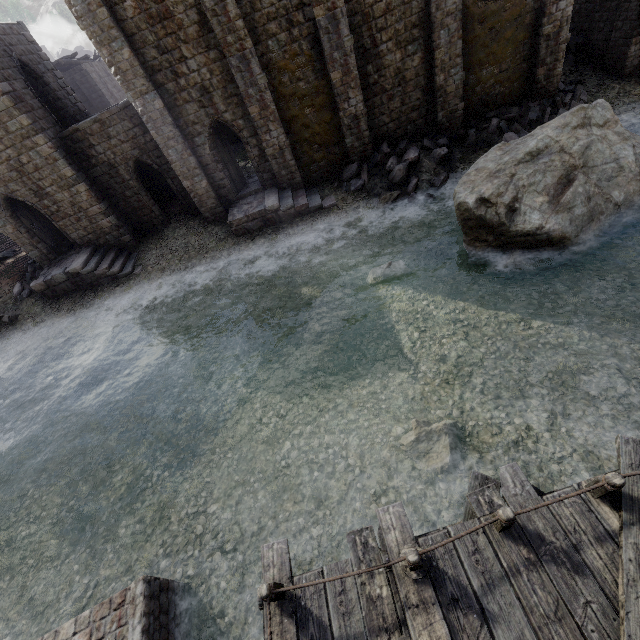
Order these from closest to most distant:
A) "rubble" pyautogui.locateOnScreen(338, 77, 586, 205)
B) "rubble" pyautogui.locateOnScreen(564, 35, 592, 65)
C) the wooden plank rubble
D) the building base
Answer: the building base
"rubble" pyautogui.locateOnScreen(338, 77, 586, 205)
"rubble" pyautogui.locateOnScreen(564, 35, 592, 65)
the wooden plank rubble

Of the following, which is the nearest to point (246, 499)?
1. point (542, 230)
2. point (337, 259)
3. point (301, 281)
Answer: point (301, 281)

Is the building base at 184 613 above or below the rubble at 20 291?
below

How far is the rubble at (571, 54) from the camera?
18.7 meters

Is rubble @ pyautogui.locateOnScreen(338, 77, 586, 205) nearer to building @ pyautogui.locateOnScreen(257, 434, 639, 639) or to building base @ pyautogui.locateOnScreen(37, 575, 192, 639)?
building @ pyautogui.locateOnScreen(257, 434, 639, 639)

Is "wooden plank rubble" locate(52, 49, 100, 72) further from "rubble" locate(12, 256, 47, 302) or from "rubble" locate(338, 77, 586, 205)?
"rubble" locate(338, 77, 586, 205)

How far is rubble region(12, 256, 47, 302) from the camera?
19.7 meters

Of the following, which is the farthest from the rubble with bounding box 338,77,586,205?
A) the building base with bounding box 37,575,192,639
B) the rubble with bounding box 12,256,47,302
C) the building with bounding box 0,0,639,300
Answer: the building base with bounding box 37,575,192,639
